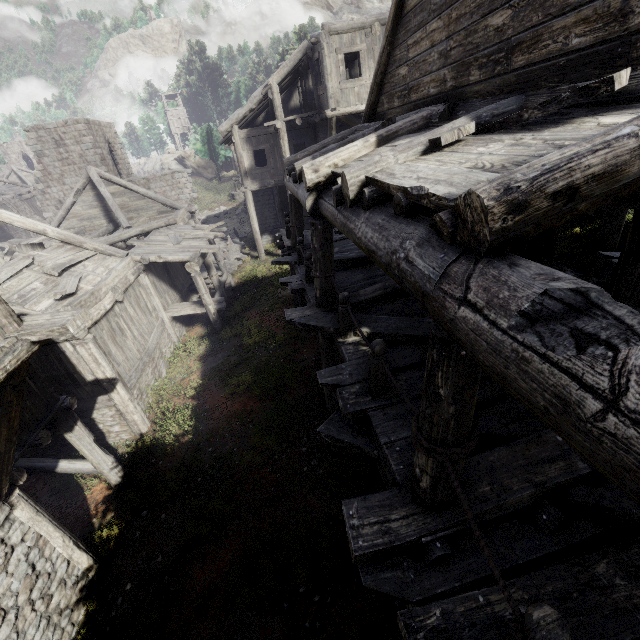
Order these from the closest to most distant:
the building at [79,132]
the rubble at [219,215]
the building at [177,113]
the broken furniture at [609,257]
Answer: the building at [79,132] → the broken furniture at [609,257] → the rubble at [219,215] → the building at [177,113]

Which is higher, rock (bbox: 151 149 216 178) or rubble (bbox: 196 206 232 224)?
rock (bbox: 151 149 216 178)

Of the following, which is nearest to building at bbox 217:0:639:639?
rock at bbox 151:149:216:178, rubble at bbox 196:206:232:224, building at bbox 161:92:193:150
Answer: rubble at bbox 196:206:232:224

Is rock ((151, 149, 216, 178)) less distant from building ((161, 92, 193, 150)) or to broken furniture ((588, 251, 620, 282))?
building ((161, 92, 193, 150))

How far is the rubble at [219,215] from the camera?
30.80m

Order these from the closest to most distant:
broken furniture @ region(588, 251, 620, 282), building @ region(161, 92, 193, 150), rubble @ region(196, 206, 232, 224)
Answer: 1. broken furniture @ region(588, 251, 620, 282)
2. rubble @ region(196, 206, 232, 224)
3. building @ region(161, 92, 193, 150)

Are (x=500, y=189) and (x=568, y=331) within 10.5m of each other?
yes

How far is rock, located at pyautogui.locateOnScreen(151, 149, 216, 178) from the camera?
52.0 meters
